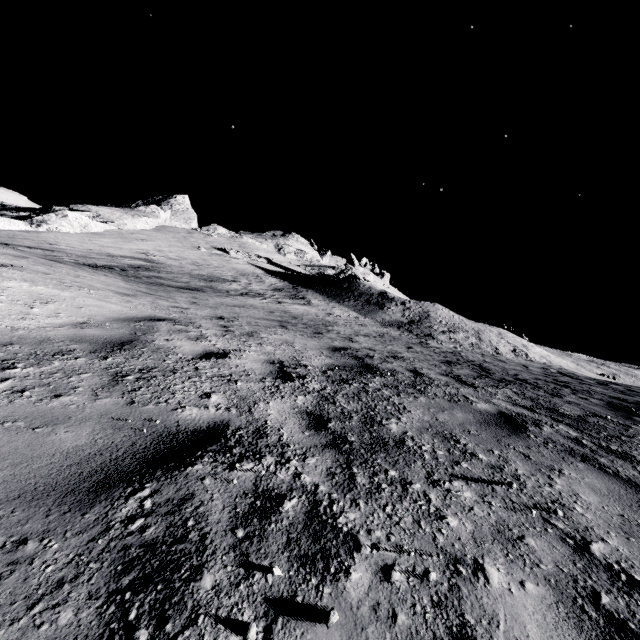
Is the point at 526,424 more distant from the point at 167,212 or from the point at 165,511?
the point at 167,212
